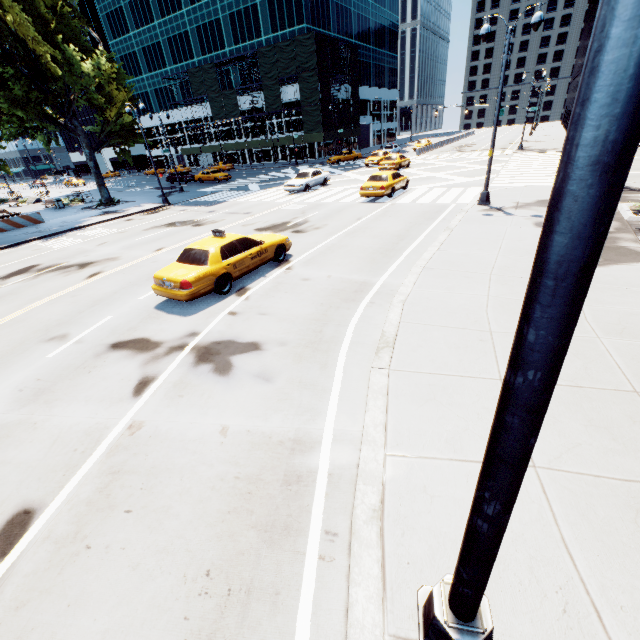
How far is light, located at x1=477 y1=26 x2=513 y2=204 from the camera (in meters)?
13.44

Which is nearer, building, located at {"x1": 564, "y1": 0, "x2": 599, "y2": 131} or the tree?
the tree

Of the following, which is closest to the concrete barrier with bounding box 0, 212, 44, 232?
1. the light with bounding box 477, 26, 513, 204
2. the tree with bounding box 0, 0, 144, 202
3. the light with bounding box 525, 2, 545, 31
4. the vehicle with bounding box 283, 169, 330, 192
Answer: the tree with bounding box 0, 0, 144, 202

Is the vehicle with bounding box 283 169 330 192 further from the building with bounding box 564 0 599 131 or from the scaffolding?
the building with bounding box 564 0 599 131

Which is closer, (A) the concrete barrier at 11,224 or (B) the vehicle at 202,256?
(B) the vehicle at 202,256

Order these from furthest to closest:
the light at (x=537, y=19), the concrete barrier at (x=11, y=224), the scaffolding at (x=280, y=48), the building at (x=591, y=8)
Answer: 1. the building at (x=591, y=8)
2. the scaffolding at (x=280, y=48)
3. the concrete barrier at (x=11, y=224)
4. the light at (x=537, y=19)

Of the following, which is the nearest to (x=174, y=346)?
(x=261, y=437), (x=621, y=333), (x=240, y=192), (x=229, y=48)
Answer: (x=261, y=437)

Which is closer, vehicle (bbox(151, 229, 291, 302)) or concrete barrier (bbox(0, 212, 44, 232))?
vehicle (bbox(151, 229, 291, 302))
